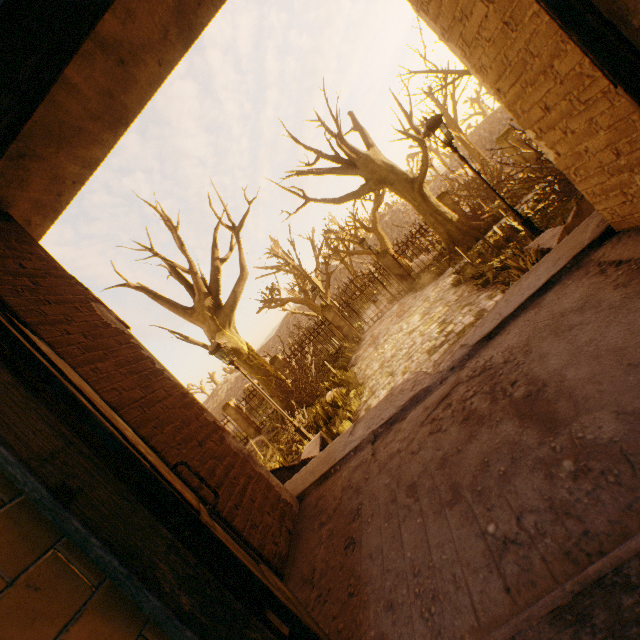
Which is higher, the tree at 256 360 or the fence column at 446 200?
the tree at 256 360

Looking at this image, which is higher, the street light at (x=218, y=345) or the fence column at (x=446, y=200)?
the street light at (x=218, y=345)

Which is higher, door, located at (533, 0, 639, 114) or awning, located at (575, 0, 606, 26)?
awning, located at (575, 0, 606, 26)

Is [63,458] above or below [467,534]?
above

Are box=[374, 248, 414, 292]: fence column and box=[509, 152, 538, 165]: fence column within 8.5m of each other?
yes

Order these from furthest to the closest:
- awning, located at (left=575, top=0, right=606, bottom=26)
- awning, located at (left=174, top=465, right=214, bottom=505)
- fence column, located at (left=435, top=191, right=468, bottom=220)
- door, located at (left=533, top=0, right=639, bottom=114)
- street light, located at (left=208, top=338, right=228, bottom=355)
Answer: fence column, located at (left=435, top=191, right=468, bottom=220) < street light, located at (left=208, top=338, right=228, bottom=355) < awning, located at (left=174, top=465, right=214, bottom=505) < awning, located at (left=575, top=0, right=606, bottom=26) < door, located at (left=533, top=0, right=639, bottom=114)

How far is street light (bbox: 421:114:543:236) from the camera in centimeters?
718cm

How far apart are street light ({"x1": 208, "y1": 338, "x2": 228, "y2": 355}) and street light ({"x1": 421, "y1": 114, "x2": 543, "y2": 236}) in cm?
707
